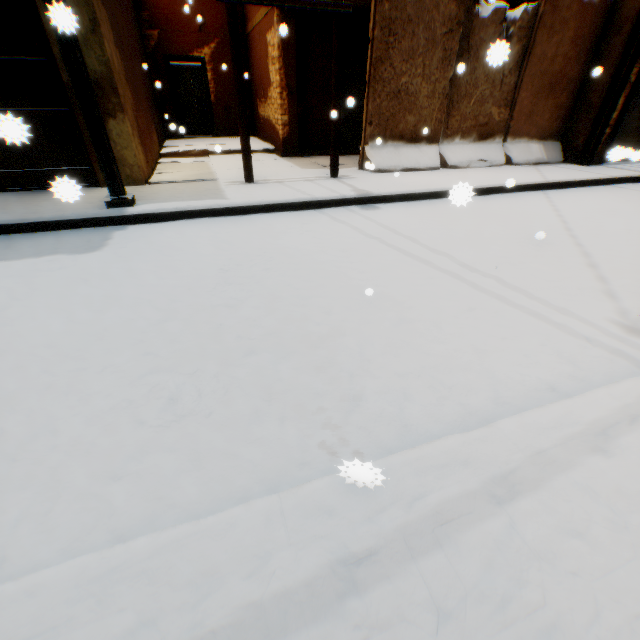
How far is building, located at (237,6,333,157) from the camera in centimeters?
823cm

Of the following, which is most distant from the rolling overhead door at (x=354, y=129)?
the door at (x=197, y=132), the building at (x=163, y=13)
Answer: the door at (x=197, y=132)

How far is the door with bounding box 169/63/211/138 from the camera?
11.45m

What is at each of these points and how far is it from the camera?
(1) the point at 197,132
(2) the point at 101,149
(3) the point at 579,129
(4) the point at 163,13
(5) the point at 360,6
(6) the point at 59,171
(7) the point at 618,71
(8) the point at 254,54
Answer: (1) door, 12.55m
(2) wooden beam, 4.42m
(3) building, 8.56m
(4) building, 10.53m
(5) balcony, 7.61m
(6) wooden gate, 5.68m
(7) wooden beam, 7.54m
(8) building, 10.71m

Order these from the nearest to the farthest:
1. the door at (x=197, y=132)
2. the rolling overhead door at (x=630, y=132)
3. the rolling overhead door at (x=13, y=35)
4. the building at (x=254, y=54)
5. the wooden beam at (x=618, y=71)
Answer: the rolling overhead door at (x=630, y=132), the rolling overhead door at (x=13, y=35), the wooden beam at (x=618, y=71), the building at (x=254, y=54), the door at (x=197, y=132)

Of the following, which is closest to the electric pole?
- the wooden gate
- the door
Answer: the wooden gate

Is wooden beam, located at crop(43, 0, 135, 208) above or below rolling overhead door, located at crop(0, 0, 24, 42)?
below

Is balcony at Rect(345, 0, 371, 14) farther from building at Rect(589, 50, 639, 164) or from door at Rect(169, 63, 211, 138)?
door at Rect(169, 63, 211, 138)
